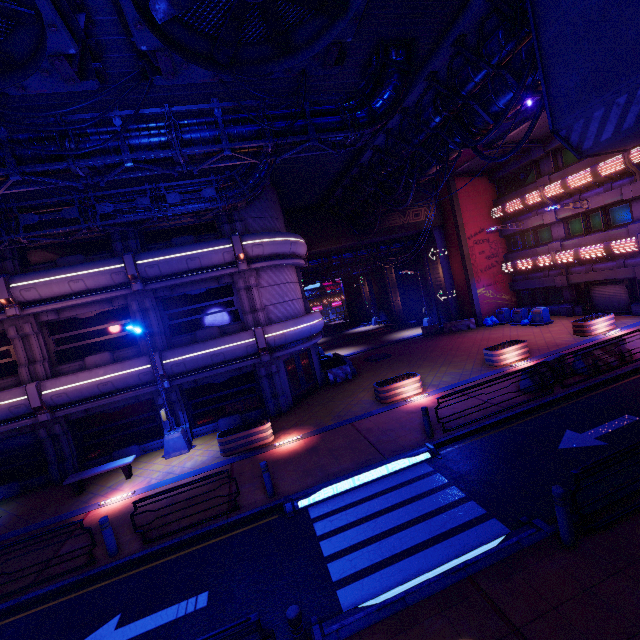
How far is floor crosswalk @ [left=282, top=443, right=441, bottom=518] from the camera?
9.1 meters

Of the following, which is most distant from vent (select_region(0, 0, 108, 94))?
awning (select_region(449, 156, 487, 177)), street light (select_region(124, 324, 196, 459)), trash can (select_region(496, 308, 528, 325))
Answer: trash can (select_region(496, 308, 528, 325))

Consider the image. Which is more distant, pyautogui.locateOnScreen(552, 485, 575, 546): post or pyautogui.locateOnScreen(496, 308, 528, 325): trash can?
pyautogui.locateOnScreen(496, 308, 528, 325): trash can

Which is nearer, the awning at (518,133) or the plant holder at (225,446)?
the plant holder at (225,446)

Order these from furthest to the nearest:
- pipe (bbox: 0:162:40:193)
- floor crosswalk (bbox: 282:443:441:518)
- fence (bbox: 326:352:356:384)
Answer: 1. fence (bbox: 326:352:356:384)
2. floor crosswalk (bbox: 282:443:441:518)
3. pipe (bbox: 0:162:40:193)

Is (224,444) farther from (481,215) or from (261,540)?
(481,215)

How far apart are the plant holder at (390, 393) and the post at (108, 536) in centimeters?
1057cm

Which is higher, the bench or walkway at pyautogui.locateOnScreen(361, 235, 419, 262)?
walkway at pyautogui.locateOnScreen(361, 235, 419, 262)
